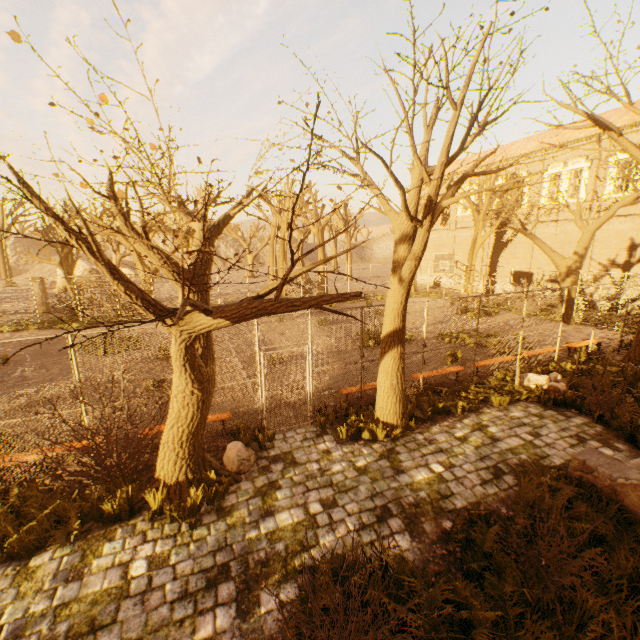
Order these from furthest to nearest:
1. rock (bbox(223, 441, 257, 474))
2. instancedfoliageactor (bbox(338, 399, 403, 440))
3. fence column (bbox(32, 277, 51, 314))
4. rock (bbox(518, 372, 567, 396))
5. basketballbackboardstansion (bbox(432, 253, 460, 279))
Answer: fence column (bbox(32, 277, 51, 314)) → basketballbackboardstansion (bbox(432, 253, 460, 279)) → rock (bbox(518, 372, 567, 396)) → instancedfoliageactor (bbox(338, 399, 403, 440)) → rock (bbox(223, 441, 257, 474))

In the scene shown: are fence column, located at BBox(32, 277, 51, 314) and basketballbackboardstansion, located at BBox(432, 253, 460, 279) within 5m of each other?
no

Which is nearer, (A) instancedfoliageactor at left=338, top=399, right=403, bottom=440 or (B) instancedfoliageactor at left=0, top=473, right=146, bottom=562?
(B) instancedfoliageactor at left=0, top=473, right=146, bottom=562

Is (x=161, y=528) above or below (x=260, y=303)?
below

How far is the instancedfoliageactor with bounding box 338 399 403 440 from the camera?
7.4 meters

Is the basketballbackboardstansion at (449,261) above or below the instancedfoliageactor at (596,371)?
above

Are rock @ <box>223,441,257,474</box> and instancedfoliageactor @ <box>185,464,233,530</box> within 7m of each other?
yes

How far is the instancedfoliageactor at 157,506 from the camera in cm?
511
